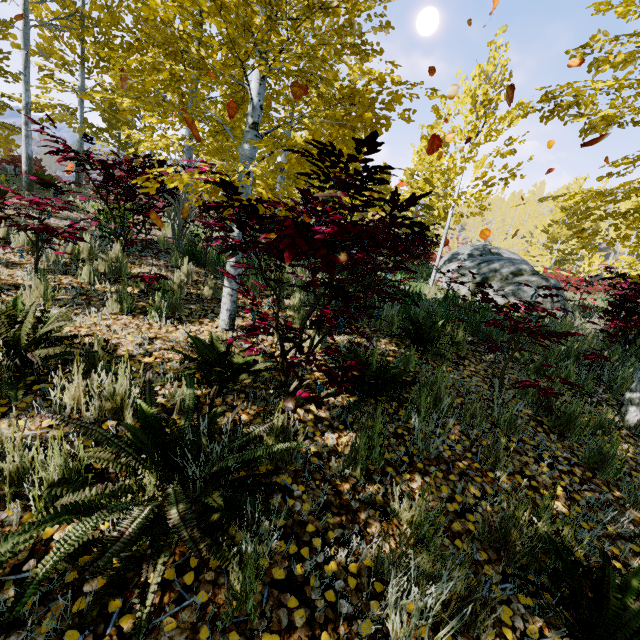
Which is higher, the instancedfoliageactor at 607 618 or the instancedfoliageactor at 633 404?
the instancedfoliageactor at 633 404

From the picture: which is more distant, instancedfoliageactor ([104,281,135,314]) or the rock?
the rock

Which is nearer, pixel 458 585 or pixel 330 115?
pixel 458 585

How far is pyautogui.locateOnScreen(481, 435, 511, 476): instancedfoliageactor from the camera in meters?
2.6 m

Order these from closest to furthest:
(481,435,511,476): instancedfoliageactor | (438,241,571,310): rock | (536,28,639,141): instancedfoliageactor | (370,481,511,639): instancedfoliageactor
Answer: (370,481,511,639): instancedfoliageactor
(481,435,511,476): instancedfoliageactor
(536,28,639,141): instancedfoliageactor
(438,241,571,310): rock

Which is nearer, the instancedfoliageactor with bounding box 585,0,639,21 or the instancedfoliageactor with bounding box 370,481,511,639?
the instancedfoliageactor with bounding box 370,481,511,639

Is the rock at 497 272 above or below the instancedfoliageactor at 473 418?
above
